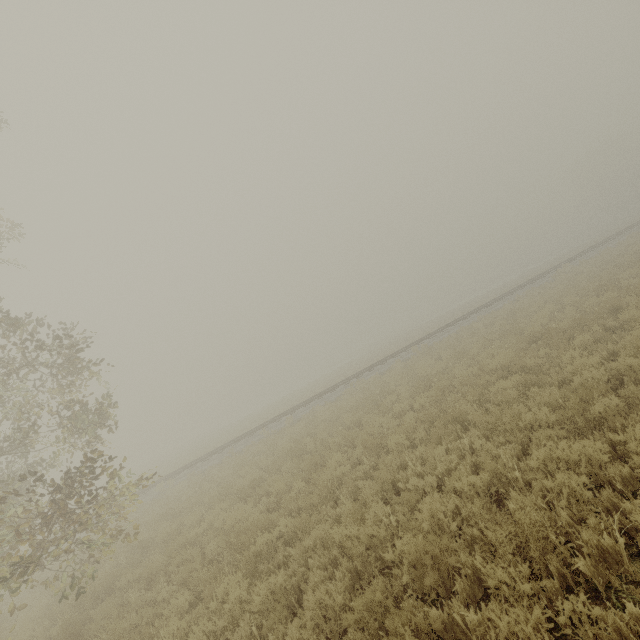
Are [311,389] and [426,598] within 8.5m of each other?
no
